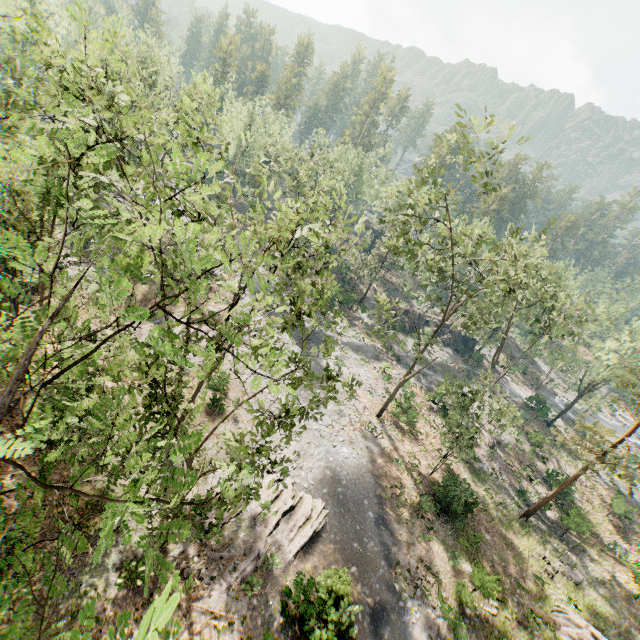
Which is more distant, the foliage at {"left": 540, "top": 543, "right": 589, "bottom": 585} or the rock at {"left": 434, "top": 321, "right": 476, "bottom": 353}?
the rock at {"left": 434, "top": 321, "right": 476, "bottom": 353}

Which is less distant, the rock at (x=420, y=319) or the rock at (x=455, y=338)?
the rock at (x=420, y=319)

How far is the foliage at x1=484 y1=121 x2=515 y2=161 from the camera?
17.5 meters

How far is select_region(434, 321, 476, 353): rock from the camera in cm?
5447

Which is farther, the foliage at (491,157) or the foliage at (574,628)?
the foliage at (574,628)

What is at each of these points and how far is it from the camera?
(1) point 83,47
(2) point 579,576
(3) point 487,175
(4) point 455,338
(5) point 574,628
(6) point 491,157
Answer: (1) foliage, 14.1 meters
(2) foliage, 24.2 meters
(3) foliage, 18.7 meters
(4) rock, 55.7 meters
(5) foliage, 20.1 meters
(6) foliage, 19.0 meters

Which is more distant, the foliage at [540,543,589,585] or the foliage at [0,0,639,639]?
the foliage at [540,543,589,585]

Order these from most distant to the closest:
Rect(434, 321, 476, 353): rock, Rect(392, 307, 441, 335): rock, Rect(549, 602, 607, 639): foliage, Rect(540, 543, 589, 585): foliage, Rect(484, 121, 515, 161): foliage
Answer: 1. Rect(434, 321, 476, 353): rock
2. Rect(392, 307, 441, 335): rock
3. Rect(540, 543, 589, 585): foliage
4. Rect(549, 602, 607, 639): foliage
5. Rect(484, 121, 515, 161): foliage
